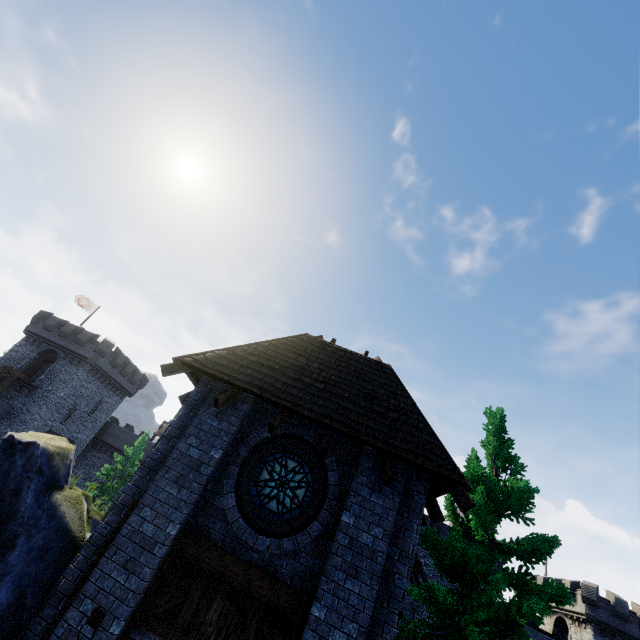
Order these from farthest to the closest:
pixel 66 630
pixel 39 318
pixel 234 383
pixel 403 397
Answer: pixel 39 318, pixel 403 397, pixel 234 383, pixel 66 630

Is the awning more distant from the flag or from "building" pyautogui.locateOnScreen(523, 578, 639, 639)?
the flag

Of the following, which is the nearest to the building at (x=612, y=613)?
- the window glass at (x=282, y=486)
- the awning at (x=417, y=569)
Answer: the awning at (x=417, y=569)

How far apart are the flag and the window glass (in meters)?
44.04

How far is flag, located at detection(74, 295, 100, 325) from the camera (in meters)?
40.38

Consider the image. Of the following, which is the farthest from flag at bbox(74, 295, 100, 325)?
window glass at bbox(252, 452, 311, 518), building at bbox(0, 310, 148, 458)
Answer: window glass at bbox(252, 452, 311, 518)

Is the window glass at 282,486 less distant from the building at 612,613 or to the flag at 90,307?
the building at 612,613

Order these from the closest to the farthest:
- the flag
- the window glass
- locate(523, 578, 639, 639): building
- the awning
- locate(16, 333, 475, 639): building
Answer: locate(16, 333, 475, 639): building → the window glass → the awning → locate(523, 578, 639, 639): building → the flag
